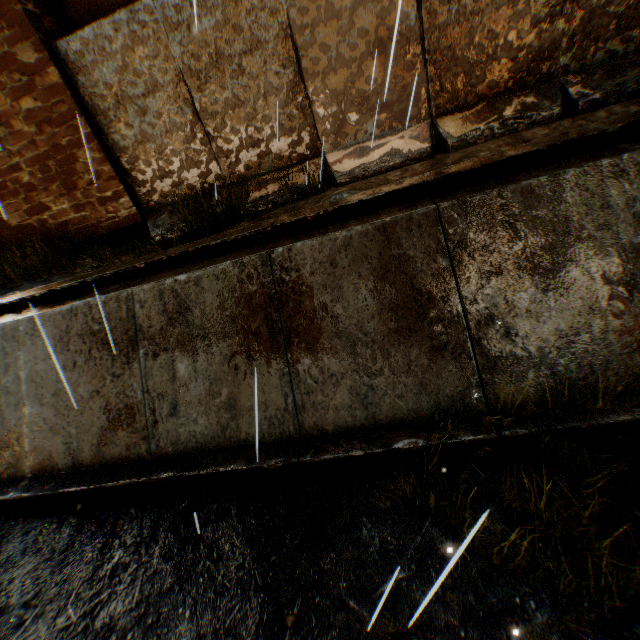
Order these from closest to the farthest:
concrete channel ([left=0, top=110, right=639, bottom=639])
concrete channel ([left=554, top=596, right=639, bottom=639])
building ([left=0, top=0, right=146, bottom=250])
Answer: concrete channel ([left=554, top=596, right=639, bottom=639]), concrete channel ([left=0, top=110, right=639, bottom=639]), building ([left=0, top=0, right=146, bottom=250])

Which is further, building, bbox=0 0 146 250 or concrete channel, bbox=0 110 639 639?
building, bbox=0 0 146 250

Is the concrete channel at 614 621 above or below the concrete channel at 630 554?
below

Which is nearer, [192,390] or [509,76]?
[192,390]

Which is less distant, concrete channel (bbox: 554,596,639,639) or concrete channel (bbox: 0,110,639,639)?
concrete channel (bbox: 554,596,639,639)

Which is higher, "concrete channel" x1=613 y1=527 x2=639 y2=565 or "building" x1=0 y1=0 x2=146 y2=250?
"building" x1=0 y1=0 x2=146 y2=250

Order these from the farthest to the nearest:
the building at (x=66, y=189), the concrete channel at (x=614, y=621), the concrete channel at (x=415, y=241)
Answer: the building at (x=66, y=189) → the concrete channel at (x=415, y=241) → the concrete channel at (x=614, y=621)
